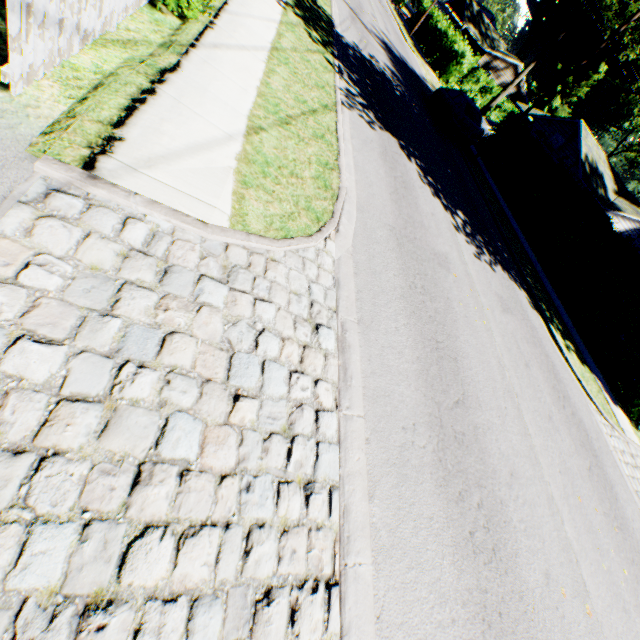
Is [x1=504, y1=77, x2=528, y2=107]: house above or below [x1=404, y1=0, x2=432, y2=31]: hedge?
above

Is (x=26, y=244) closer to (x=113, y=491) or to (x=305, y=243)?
(x=113, y=491)

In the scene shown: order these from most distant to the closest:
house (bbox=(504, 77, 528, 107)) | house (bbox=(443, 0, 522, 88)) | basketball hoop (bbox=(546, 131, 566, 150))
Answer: house (bbox=(504, 77, 528, 107)) < house (bbox=(443, 0, 522, 88)) < basketball hoop (bbox=(546, 131, 566, 150))

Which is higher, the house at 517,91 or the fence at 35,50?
the house at 517,91

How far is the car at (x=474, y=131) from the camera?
17.1m

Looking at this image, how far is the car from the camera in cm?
1706

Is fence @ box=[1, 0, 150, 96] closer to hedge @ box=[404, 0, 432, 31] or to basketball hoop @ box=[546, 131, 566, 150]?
hedge @ box=[404, 0, 432, 31]

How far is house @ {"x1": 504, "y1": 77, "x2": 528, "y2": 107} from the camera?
47.8m
